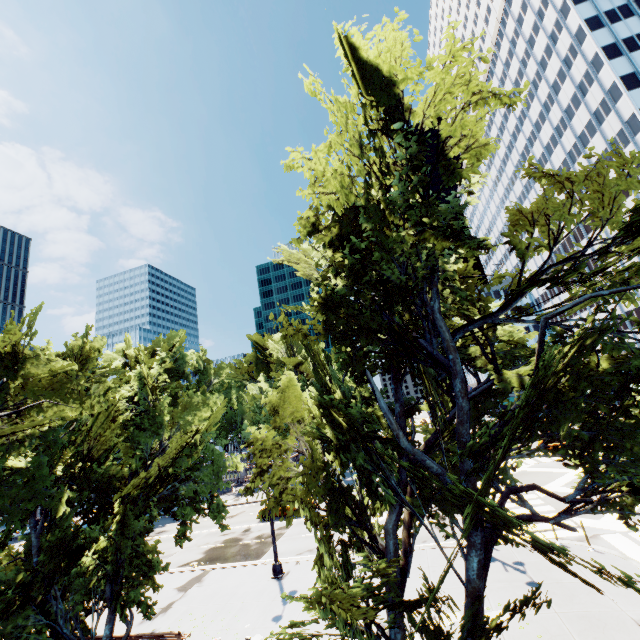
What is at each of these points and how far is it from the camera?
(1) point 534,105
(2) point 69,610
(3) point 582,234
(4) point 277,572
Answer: (1) building, 59.75m
(2) tree, 11.15m
(3) building, 55.56m
(4) light, 16.55m

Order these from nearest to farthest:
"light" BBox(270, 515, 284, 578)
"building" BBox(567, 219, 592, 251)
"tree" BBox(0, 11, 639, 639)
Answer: "tree" BBox(0, 11, 639, 639) < "light" BBox(270, 515, 284, 578) < "building" BBox(567, 219, 592, 251)

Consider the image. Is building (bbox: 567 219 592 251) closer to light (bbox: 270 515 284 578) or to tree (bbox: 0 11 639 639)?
tree (bbox: 0 11 639 639)

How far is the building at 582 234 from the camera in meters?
53.9 m

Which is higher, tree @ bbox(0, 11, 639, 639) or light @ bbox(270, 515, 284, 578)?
tree @ bbox(0, 11, 639, 639)

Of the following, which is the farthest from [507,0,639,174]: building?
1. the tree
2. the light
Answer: the light

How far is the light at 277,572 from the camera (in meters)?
16.53
